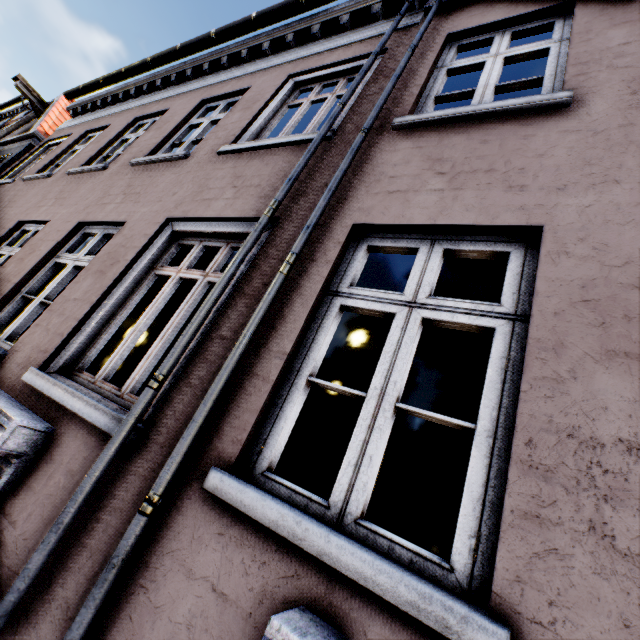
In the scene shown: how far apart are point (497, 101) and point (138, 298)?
3.4 meters
